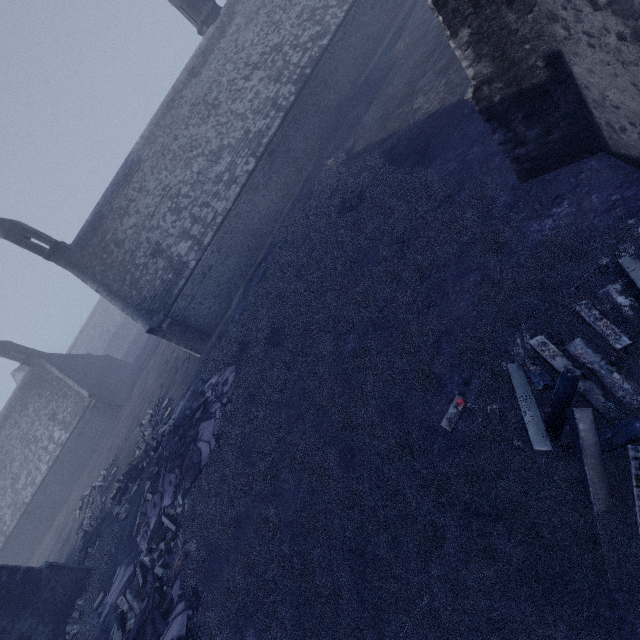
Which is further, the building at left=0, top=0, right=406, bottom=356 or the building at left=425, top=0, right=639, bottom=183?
the building at left=0, top=0, right=406, bottom=356

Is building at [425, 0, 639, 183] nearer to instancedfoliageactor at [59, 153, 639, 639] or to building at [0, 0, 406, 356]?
instancedfoliageactor at [59, 153, 639, 639]

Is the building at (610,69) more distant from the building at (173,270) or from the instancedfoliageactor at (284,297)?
the building at (173,270)

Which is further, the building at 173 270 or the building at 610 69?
the building at 173 270

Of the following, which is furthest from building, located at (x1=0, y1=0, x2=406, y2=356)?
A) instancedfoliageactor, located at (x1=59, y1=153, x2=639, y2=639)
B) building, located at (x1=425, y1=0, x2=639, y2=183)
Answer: building, located at (x1=425, y1=0, x2=639, y2=183)

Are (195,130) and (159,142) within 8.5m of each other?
yes
